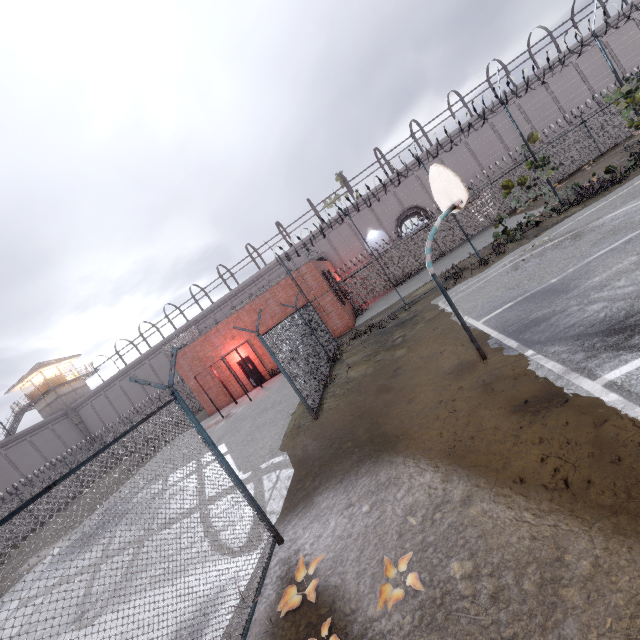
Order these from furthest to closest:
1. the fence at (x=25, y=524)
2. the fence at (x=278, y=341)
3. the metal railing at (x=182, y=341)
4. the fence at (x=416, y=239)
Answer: the metal railing at (x=182, y=341) → the fence at (x=416, y=239) → the fence at (x=278, y=341) → the fence at (x=25, y=524)

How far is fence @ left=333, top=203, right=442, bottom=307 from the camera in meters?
15.7 m

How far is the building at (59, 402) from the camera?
39.16m

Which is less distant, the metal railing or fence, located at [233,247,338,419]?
fence, located at [233,247,338,419]

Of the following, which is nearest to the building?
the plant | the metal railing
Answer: the metal railing

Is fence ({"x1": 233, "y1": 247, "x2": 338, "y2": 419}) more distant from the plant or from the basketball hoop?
the basketball hoop

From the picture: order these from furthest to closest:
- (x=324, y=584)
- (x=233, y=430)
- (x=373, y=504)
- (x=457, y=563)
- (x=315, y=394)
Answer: (x=233, y=430) → (x=315, y=394) → (x=373, y=504) → (x=324, y=584) → (x=457, y=563)

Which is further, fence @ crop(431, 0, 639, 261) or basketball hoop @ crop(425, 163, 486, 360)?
fence @ crop(431, 0, 639, 261)
